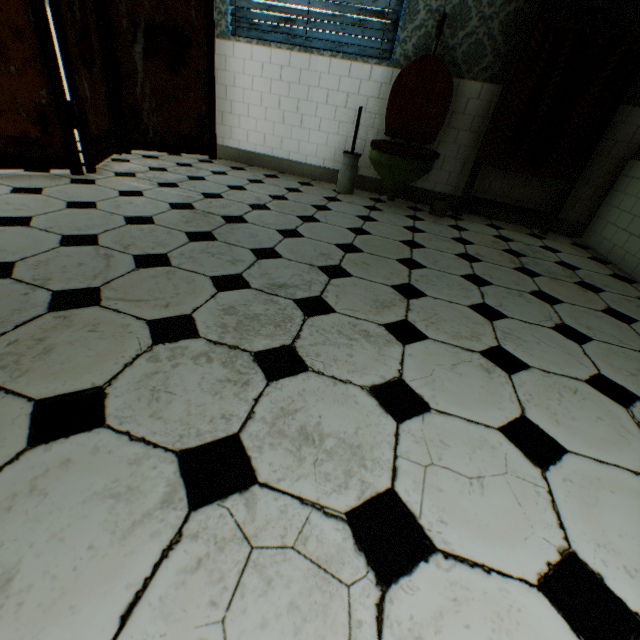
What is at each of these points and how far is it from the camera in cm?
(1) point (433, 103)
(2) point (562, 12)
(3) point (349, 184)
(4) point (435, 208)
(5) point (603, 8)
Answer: (1) toilet, 307
(2) building, 268
(3) toilet brush, 342
(4) toilet paper, 324
(5) towel, 243

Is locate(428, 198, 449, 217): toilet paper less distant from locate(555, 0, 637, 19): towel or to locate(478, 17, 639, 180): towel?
locate(478, 17, 639, 180): towel

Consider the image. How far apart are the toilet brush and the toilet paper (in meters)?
0.84

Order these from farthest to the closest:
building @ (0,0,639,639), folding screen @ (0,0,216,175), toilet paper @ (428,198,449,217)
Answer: toilet paper @ (428,198,449,217), folding screen @ (0,0,216,175), building @ (0,0,639,639)

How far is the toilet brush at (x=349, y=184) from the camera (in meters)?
3.22

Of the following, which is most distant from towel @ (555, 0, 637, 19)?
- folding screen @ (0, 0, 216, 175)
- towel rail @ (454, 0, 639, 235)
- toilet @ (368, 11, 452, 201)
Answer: folding screen @ (0, 0, 216, 175)

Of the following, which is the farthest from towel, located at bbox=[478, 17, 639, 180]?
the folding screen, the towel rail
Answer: the folding screen

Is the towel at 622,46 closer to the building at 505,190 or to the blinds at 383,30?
the building at 505,190
